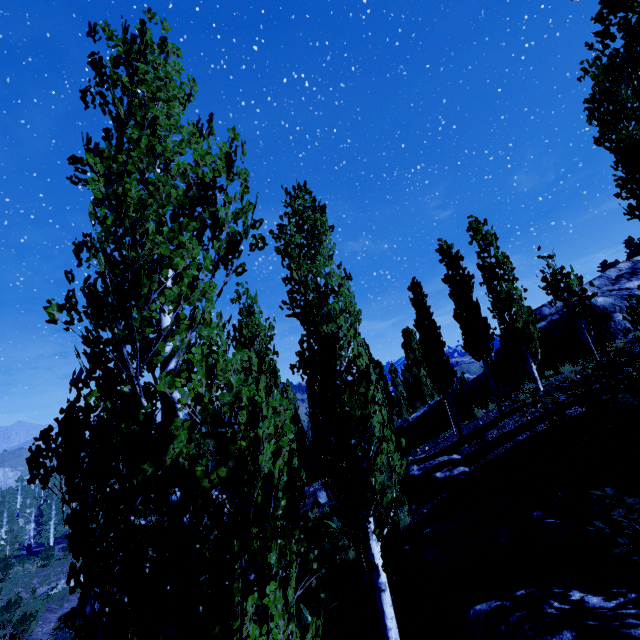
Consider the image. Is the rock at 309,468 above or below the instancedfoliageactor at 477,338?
below

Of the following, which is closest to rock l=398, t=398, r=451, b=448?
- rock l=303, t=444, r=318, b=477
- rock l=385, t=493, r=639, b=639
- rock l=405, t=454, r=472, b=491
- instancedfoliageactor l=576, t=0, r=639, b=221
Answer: instancedfoliageactor l=576, t=0, r=639, b=221

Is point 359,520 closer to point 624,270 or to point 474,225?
point 474,225

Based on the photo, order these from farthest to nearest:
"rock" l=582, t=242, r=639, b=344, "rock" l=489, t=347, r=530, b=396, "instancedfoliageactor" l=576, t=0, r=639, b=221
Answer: "rock" l=489, t=347, r=530, b=396
"rock" l=582, t=242, r=639, b=344
"instancedfoliageactor" l=576, t=0, r=639, b=221

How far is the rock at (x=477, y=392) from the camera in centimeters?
Result: 1656cm

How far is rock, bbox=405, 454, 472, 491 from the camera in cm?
1039

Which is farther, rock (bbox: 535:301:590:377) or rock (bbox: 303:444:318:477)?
rock (bbox: 303:444:318:477)

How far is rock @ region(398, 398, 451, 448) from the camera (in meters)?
18.09
